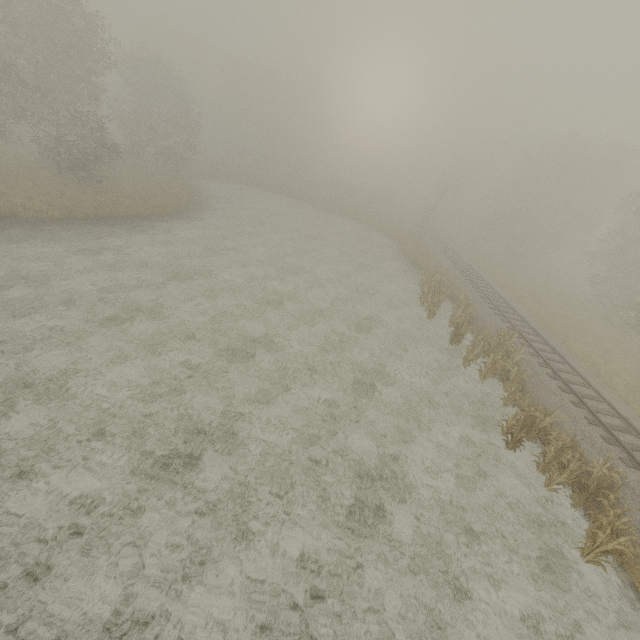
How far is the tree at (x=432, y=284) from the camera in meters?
19.9

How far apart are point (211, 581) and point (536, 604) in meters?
7.5 m

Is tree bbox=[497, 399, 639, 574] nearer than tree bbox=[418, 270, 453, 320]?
Yes

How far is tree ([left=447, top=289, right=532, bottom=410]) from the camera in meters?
14.2

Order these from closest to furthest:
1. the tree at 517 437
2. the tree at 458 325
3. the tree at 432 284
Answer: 1. the tree at 517 437
2. the tree at 458 325
3. the tree at 432 284

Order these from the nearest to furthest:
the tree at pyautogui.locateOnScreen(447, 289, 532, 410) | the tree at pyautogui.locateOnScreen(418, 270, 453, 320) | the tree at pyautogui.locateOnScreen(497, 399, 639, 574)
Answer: the tree at pyautogui.locateOnScreen(497, 399, 639, 574)
the tree at pyautogui.locateOnScreen(447, 289, 532, 410)
the tree at pyautogui.locateOnScreen(418, 270, 453, 320)
